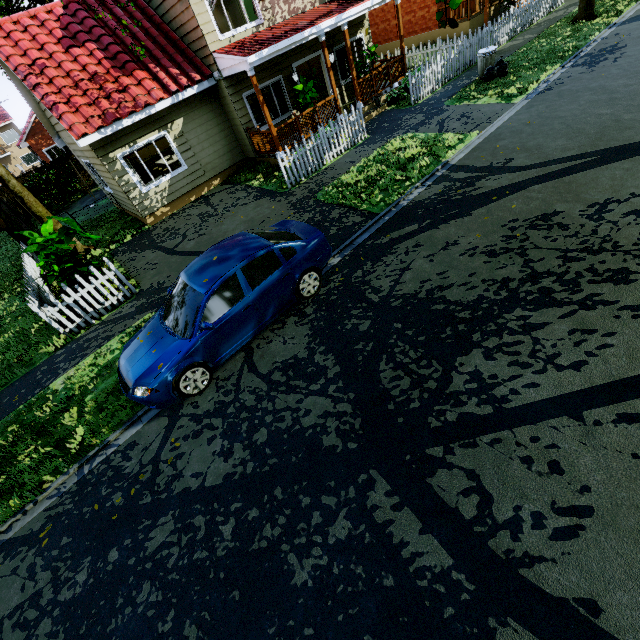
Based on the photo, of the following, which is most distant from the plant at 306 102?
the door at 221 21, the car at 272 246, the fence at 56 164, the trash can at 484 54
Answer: the fence at 56 164

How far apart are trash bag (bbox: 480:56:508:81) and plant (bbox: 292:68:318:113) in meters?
6.0 m

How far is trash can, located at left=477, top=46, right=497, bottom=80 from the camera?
11.95m

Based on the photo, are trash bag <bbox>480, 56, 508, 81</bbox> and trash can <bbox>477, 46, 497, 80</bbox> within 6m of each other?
yes

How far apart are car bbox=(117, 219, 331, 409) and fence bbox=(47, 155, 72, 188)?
23.18m

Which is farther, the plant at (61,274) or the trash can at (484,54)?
the trash can at (484,54)

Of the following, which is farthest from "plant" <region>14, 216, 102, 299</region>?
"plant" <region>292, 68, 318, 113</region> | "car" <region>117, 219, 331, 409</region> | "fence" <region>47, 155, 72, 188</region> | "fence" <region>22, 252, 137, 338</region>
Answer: "fence" <region>47, 155, 72, 188</region>

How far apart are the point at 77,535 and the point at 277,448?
3.0m
